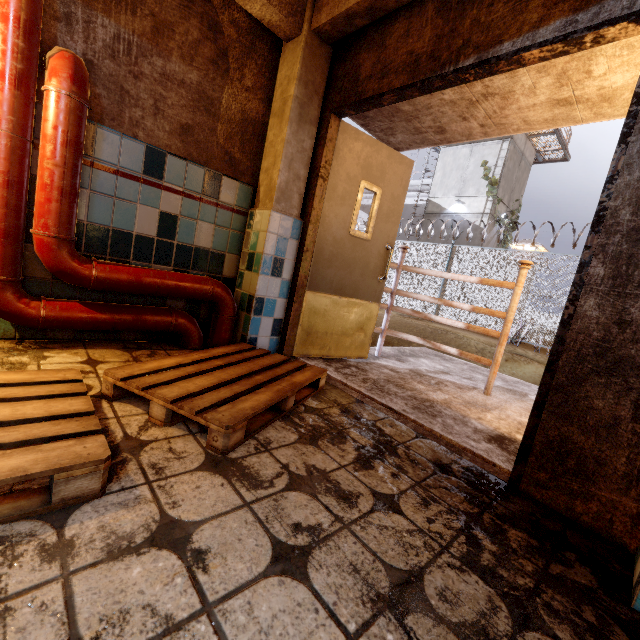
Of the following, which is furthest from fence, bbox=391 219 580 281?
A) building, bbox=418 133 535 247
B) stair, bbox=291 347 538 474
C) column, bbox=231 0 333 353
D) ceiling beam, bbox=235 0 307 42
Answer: column, bbox=231 0 333 353

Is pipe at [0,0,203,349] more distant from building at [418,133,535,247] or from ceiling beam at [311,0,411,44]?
building at [418,133,535,247]

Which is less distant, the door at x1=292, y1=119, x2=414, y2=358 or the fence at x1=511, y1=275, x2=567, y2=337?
the door at x1=292, y1=119, x2=414, y2=358

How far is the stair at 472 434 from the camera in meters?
2.1 m

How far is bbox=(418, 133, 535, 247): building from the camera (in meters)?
17.62

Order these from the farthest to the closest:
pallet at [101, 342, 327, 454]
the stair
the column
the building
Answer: the building → the column → the stair → pallet at [101, 342, 327, 454]

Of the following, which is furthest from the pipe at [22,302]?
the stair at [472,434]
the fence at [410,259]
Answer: the fence at [410,259]

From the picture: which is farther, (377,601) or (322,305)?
(322,305)
